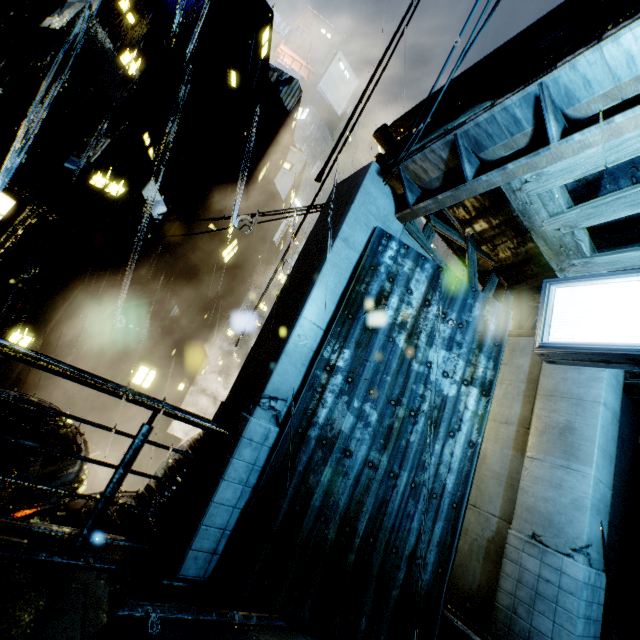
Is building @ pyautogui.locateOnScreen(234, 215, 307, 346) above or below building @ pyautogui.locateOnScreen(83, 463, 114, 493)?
above

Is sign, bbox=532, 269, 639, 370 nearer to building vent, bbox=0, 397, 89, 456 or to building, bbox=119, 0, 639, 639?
building, bbox=119, 0, 639, 639

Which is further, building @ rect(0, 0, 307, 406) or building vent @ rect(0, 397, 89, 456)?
building @ rect(0, 0, 307, 406)

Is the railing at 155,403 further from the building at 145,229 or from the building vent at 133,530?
the building vent at 133,530

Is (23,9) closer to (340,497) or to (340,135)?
(340,135)

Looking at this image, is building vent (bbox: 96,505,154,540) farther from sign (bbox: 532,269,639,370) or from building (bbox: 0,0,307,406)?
sign (bbox: 532,269,639,370)

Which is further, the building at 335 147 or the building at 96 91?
the building at 96 91

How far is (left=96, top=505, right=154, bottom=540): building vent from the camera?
4.4 meters
